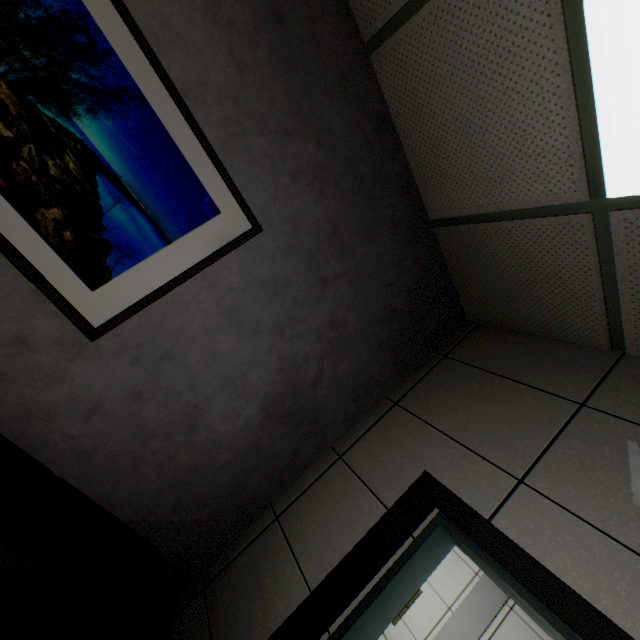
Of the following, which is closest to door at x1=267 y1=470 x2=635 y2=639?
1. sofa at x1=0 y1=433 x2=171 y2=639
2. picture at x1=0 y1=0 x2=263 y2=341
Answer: sofa at x1=0 y1=433 x2=171 y2=639

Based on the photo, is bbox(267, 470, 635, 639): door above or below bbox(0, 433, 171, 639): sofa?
above

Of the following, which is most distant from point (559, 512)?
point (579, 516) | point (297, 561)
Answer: point (297, 561)

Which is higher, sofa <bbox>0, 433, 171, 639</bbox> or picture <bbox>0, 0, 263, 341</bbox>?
picture <bbox>0, 0, 263, 341</bbox>

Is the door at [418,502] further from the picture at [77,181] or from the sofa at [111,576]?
the picture at [77,181]

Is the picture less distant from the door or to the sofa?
the sofa
